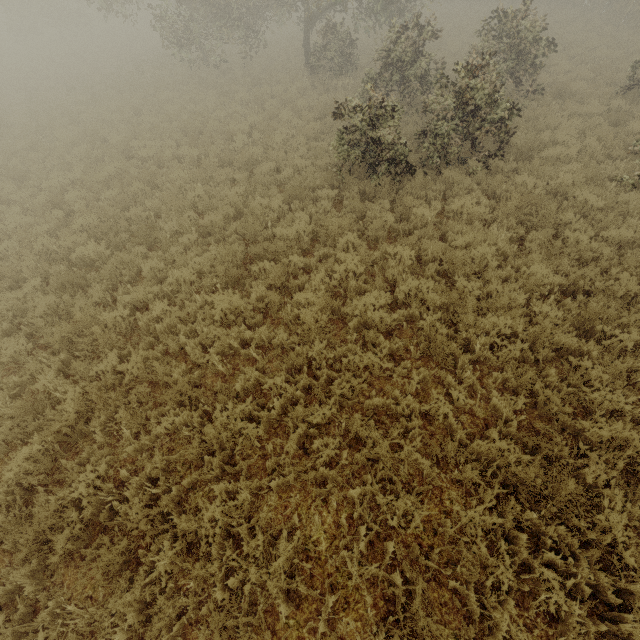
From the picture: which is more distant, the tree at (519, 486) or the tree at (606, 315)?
the tree at (606, 315)

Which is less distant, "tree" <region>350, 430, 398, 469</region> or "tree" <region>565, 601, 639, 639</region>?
"tree" <region>565, 601, 639, 639</region>

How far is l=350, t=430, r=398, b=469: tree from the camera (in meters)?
4.27

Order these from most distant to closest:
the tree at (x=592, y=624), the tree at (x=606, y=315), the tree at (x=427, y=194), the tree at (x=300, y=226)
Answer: the tree at (x=427, y=194) < the tree at (x=300, y=226) < the tree at (x=606, y=315) < the tree at (x=592, y=624)

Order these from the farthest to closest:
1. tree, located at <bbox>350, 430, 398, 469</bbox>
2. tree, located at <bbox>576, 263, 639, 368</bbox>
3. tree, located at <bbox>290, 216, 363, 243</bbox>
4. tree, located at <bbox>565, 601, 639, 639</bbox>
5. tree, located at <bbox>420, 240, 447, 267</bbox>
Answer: tree, located at <bbox>290, 216, 363, 243</bbox>
tree, located at <bbox>420, 240, 447, 267</bbox>
tree, located at <bbox>576, 263, 639, 368</bbox>
tree, located at <bbox>350, 430, 398, 469</bbox>
tree, located at <bbox>565, 601, 639, 639</bbox>

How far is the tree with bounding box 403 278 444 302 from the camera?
6.1m

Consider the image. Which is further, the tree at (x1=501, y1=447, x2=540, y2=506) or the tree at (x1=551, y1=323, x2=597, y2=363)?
the tree at (x1=551, y1=323, x2=597, y2=363)

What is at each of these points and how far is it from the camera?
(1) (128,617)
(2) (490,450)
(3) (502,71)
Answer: (1) tree, 3.5m
(2) tree, 4.2m
(3) tree, 11.1m
